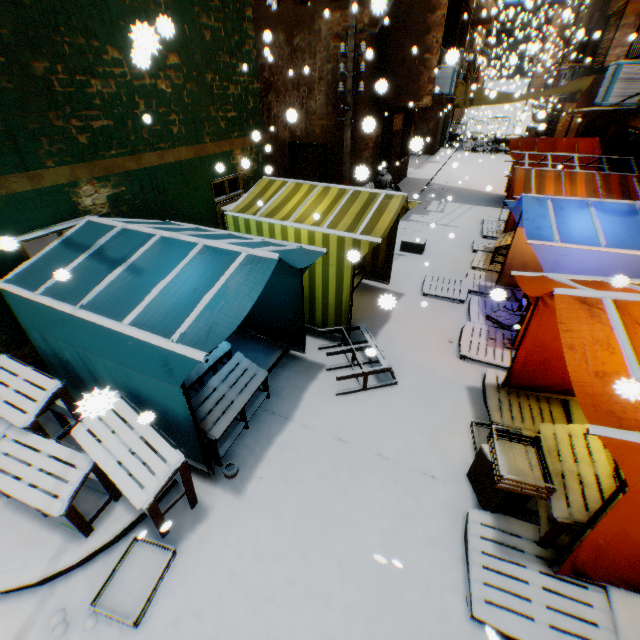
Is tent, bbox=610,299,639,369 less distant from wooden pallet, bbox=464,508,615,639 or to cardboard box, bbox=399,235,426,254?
wooden pallet, bbox=464,508,615,639

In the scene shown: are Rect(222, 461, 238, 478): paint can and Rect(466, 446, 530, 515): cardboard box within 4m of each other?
yes

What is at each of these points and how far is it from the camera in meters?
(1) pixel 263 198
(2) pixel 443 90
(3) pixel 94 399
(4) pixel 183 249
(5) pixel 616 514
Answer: (1) tent, 6.4 m
(2) air conditioner, 11.2 m
(3) tent, 1.0 m
(4) tent, 3.9 m
(5) tent, 2.6 m

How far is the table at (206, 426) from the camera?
3.9 meters

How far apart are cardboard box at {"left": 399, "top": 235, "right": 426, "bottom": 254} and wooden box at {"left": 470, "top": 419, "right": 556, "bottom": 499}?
7.28m

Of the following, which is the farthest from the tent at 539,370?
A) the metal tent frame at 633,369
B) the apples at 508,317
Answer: the apples at 508,317

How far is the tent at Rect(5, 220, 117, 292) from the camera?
3.8m

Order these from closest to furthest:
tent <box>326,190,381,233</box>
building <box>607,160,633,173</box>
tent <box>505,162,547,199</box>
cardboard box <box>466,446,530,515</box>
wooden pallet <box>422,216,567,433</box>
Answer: cardboard box <box>466,446,530,515</box>
wooden pallet <box>422,216,567,433</box>
tent <box>326,190,381,233</box>
tent <box>505,162,547,199</box>
building <box>607,160,633,173</box>
